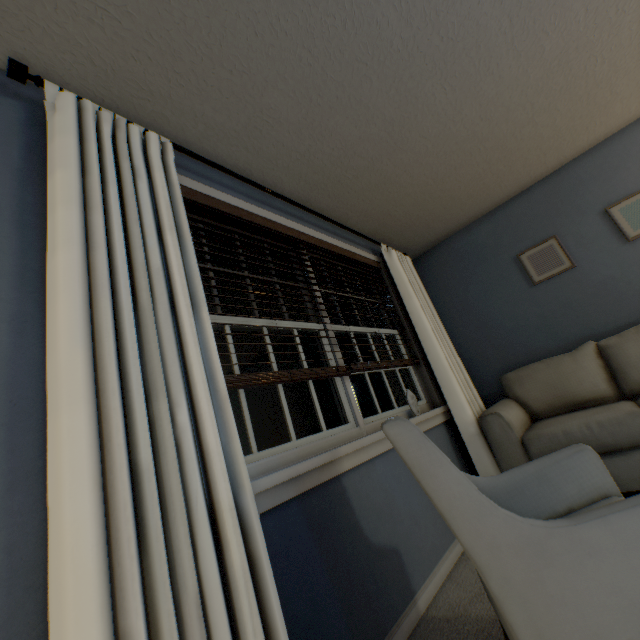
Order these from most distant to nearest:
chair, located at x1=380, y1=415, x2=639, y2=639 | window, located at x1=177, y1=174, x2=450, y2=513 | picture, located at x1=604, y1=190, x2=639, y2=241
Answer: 1. picture, located at x1=604, y1=190, x2=639, y2=241
2. window, located at x1=177, y1=174, x2=450, y2=513
3. chair, located at x1=380, y1=415, x2=639, y2=639

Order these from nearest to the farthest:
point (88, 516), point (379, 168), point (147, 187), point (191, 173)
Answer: point (88, 516)
point (147, 187)
point (191, 173)
point (379, 168)

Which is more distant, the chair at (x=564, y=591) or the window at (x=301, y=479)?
the window at (x=301, y=479)

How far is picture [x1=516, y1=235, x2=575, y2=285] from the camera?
2.94m

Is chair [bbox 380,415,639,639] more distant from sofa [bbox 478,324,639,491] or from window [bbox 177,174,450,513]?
sofa [bbox 478,324,639,491]

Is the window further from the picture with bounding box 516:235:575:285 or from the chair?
the picture with bounding box 516:235:575:285

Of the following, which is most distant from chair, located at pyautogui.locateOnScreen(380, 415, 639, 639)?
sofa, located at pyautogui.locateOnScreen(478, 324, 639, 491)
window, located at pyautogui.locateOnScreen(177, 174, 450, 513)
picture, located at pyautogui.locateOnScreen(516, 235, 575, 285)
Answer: picture, located at pyautogui.locateOnScreen(516, 235, 575, 285)

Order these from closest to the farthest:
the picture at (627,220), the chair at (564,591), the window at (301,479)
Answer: the chair at (564,591)
the window at (301,479)
the picture at (627,220)
